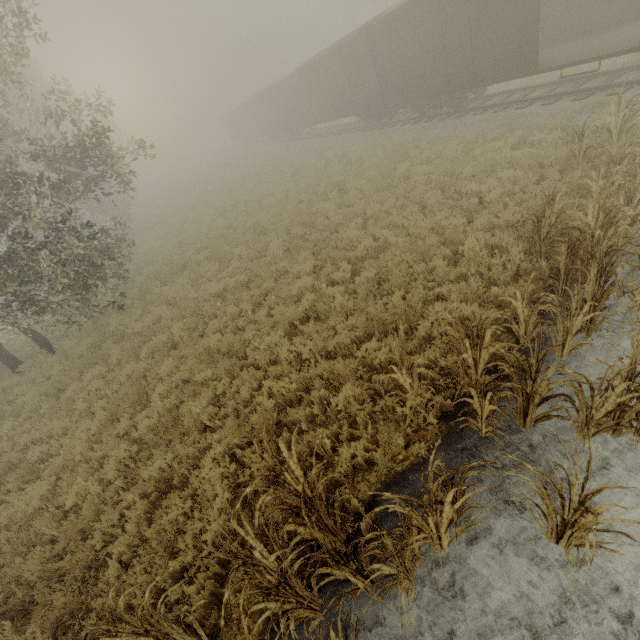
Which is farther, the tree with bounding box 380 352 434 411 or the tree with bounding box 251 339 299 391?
the tree with bounding box 251 339 299 391

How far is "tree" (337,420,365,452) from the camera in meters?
5.0 m

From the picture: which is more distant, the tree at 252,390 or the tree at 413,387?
the tree at 252,390

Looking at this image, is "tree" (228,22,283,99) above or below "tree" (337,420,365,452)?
above

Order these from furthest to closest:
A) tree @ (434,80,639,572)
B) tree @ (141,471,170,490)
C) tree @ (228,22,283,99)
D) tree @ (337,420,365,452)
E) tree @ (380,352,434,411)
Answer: tree @ (228,22,283,99)
tree @ (141,471,170,490)
tree @ (337,420,365,452)
tree @ (380,352,434,411)
tree @ (434,80,639,572)

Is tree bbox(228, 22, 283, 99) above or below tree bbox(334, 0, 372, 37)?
below

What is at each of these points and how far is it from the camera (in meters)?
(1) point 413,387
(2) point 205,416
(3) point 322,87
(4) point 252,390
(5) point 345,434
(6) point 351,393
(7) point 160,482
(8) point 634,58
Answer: (1) tree, 4.92
(2) tree, 6.62
(3) boxcar, 21.78
(4) tree, 6.95
(5) tree, 5.16
(6) tree, 5.48
(7) tree, 5.91
(8) tree, 11.16

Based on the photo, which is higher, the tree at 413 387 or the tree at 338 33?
the tree at 338 33
